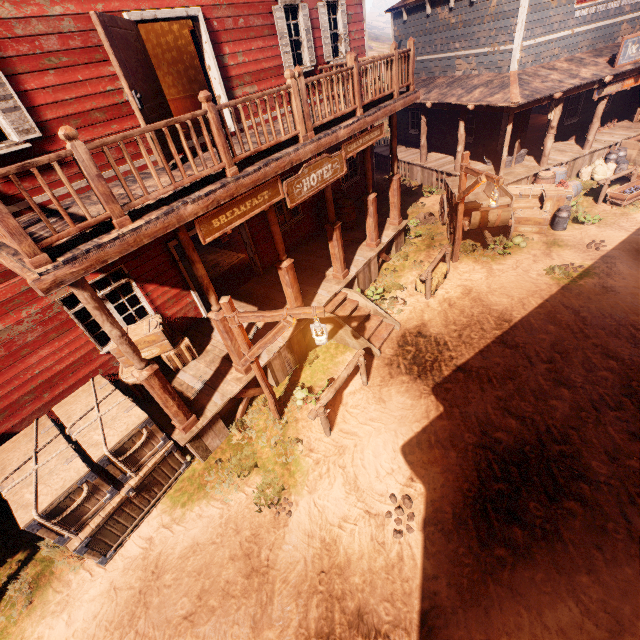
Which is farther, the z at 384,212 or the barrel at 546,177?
the z at 384,212

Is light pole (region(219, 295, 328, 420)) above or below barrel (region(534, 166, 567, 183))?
above

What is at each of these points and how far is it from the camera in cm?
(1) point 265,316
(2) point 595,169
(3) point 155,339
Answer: (1) light pole, 520
(2) burlap sack, 1330
(3) wooden box, 693

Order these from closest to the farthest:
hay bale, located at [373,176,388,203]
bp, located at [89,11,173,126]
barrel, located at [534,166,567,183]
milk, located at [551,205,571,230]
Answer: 1. bp, located at [89,11,173,126]
2. milk, located at [551,205,571,230]
3. barrel, located at [534,166,567,183]
4. hay bale, located at [373,176,388,203]

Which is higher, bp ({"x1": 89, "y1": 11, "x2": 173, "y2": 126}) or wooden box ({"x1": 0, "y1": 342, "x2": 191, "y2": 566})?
bp ({"x1": 89, "y1": 11, "x2": 173, "y2": 126})

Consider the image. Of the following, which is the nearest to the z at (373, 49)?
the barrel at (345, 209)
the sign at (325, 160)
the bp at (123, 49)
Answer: the barrel at (345, 209)

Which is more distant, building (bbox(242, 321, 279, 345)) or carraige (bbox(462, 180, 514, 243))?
carraige (bbox(462, 180, 514, 243))

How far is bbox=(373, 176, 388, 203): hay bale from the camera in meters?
15.2
